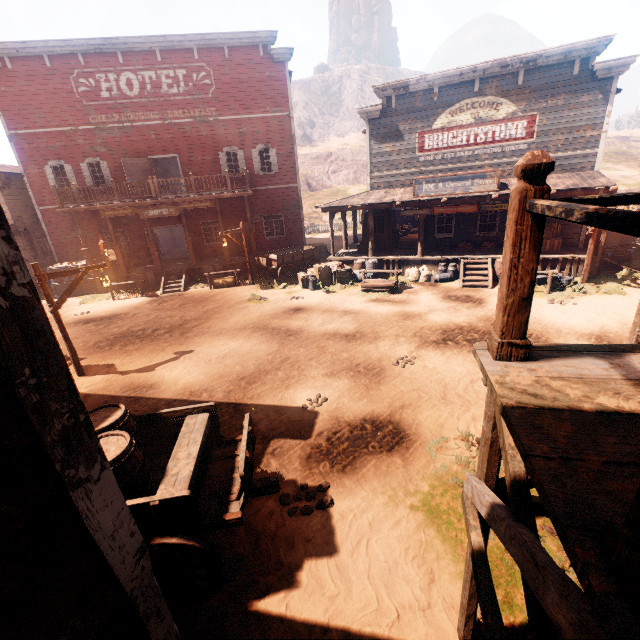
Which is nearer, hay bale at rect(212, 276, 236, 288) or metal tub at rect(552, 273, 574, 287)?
metal tub at rect(552, 273, 574, 287)

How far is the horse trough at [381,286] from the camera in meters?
14.0 m

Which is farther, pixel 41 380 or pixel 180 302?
pixel 180 302

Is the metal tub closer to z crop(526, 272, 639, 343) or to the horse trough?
z crop(526, 272, 639, 343)

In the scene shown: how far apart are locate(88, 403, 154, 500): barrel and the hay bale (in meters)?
13.54

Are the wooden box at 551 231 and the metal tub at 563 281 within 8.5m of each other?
yes

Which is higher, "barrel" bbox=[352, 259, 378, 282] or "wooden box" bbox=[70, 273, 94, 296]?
"barrel" bbox=[352, 259, 378, 282]

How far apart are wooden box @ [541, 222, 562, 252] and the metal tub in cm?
108
